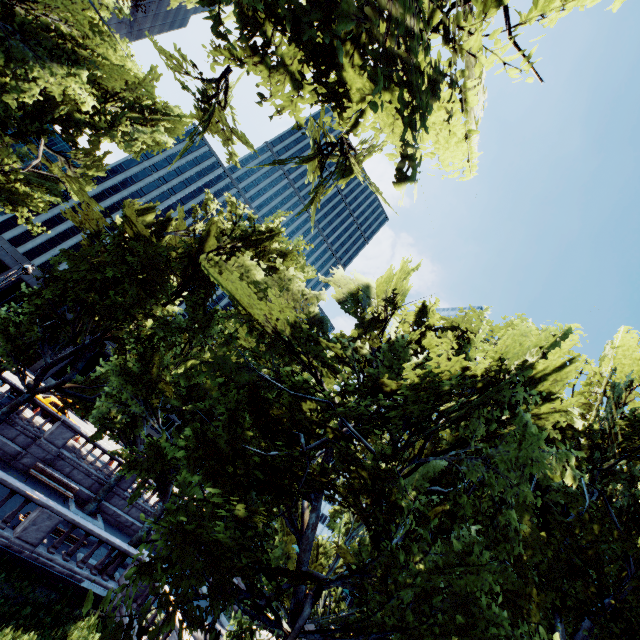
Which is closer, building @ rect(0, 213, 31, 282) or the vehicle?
the vehicle

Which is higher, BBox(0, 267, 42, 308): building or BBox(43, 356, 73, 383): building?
BBox(0, 267, 42, 308): building

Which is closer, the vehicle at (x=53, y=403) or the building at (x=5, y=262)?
the vehicle at (x=53, y=403)

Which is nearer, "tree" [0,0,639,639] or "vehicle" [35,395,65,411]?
"tree" [0,0,639,639]

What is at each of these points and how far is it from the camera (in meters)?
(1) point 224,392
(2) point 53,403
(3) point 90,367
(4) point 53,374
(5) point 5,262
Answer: (1) tree, 8.92
(2) vehicle, 26.83
(3) building, 48.12
(4) building, 45.31
(5) building, 41.72

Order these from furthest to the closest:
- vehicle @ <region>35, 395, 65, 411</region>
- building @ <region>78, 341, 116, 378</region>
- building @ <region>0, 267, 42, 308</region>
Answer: building @ <region>78, 341, 116, 378</region> → building @ <region>0, 267, 42, 308</region> → vehicle @ <region>35, 395, 65, 411</region>

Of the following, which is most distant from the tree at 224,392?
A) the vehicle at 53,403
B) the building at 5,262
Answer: the building at 5,262

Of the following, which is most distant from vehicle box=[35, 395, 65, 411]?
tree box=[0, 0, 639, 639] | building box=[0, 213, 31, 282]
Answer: building box=[0, 213, 31, 282]
